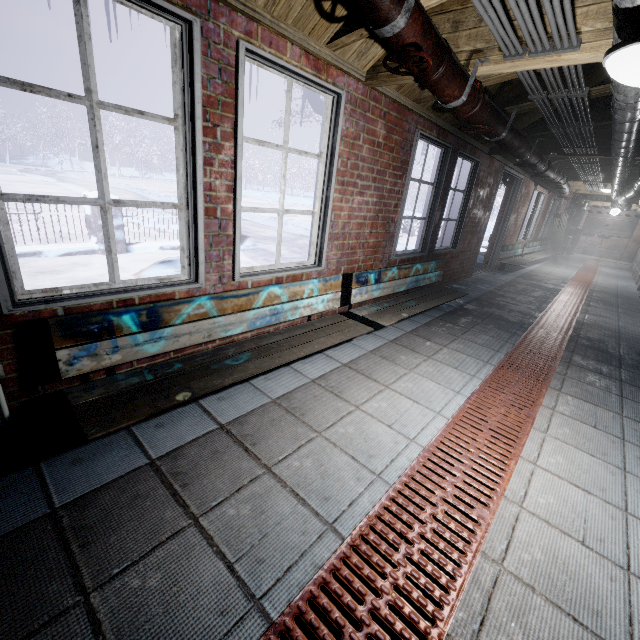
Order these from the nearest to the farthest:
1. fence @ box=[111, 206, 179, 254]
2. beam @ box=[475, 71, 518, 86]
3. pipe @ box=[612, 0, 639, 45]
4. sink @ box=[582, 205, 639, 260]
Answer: pipe @ box=[612, 0, 639, 45], beam @ box=[475, 71, 518, 86], fence @ box=[111, 206, 179, 254], sink @ box=[582, 205, 639, 260]

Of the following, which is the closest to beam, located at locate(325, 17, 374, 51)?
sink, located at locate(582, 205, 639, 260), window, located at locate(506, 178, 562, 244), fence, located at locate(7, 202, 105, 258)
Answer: fence, located at locate(7, 202, 105, 258)

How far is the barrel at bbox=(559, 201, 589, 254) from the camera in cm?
1225

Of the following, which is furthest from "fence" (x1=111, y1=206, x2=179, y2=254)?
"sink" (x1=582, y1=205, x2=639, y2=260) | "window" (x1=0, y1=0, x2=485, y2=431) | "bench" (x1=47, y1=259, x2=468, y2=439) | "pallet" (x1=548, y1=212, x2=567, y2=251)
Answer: "sink" (x1=582, y1=205, x2=639, y2=260)

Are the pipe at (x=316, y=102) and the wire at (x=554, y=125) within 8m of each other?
yes

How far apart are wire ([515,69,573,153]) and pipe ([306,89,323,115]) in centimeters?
127cm

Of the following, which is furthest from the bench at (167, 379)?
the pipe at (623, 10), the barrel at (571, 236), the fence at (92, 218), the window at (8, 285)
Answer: the barrel at (571, 236)

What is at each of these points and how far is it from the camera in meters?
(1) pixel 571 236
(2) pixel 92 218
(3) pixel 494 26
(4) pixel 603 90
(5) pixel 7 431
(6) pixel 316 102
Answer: (1) barrel, 12.3 m
(2) fence, 5.0 m
(3) wire, 1.5 m
(4) beam, 2.7 m
(5) wire, 1.5 m
(6) pipe, 2.6 m
